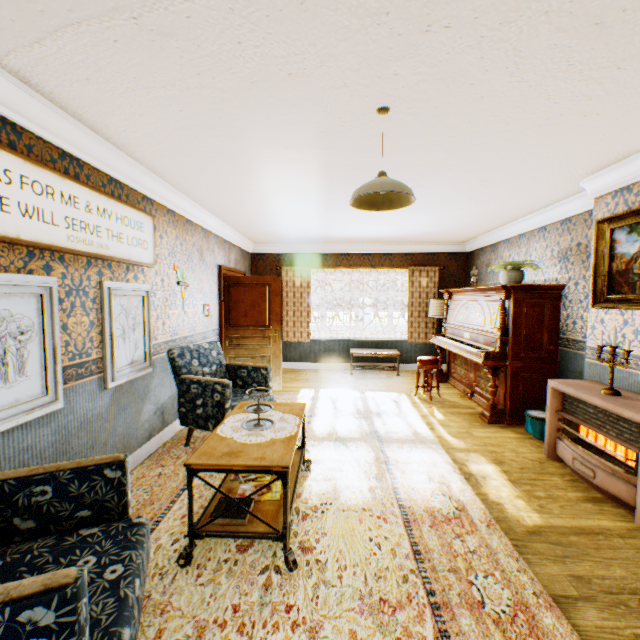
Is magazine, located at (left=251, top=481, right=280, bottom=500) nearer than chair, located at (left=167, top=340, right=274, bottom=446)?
Yes

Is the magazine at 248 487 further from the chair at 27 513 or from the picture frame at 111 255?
the picture frame at 111 255

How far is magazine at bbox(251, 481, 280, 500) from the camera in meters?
2.5

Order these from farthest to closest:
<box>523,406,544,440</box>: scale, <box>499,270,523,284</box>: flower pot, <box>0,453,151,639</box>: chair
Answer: <box>499,270,523,284</box>: flower pot, <box>523,406,544,440</box>: scale, <box>0,453,151,639</box>: chair

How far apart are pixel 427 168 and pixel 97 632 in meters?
4.1

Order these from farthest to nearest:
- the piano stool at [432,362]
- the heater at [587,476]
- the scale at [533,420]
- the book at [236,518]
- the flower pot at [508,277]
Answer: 1. the piano stool at [432,362]
2. the flower pot at [508,277]
3. the scale at [533,420]
4. the heater at [587,476]
5. the book at [236,518]

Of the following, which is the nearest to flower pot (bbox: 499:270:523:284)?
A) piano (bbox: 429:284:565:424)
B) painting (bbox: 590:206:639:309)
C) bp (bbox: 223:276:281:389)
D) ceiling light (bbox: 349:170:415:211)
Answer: piano (bbox: 429:284:565:424)

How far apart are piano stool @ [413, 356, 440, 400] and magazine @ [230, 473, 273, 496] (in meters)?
3.67
